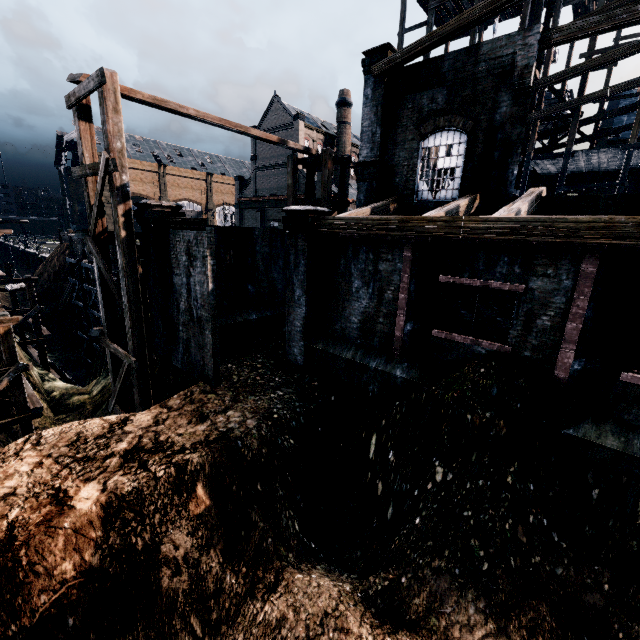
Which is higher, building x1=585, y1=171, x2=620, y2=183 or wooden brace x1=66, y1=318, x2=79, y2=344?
building x1=585, y1=171, x2=620, y2=183

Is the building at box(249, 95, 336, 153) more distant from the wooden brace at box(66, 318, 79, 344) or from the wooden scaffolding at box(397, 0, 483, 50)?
the wooden brace at box(66, 318, 79, 344)

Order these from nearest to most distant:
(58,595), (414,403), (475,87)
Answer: (58,595)
(414,403)
(475,87)

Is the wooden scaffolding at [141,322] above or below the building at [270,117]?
below

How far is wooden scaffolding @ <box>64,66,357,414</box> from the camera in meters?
11.9 m

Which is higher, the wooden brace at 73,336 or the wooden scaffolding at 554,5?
the wooden scaffolding at 554,5

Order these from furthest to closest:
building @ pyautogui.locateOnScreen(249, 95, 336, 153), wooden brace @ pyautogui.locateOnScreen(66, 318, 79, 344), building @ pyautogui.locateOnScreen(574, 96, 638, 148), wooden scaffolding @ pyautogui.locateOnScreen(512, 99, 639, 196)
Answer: building @ pyautogui.locateOnScreen(249, 95, 336, 153), wooden brace @ pyautogui.locateOnScreen(66, 318, 79, 344), building @ pyautogui.locateOnScreen(574, 96, 638, 148), wooden scaffolding @ pyautogui.locateOnScreen(512, 99, 639, 196)

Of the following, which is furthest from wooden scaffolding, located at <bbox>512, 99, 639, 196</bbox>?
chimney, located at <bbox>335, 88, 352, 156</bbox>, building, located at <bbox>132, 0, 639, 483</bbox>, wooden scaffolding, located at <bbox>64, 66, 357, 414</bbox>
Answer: chimney, located at <bbox>335, 88, 352, 156</bbox>
